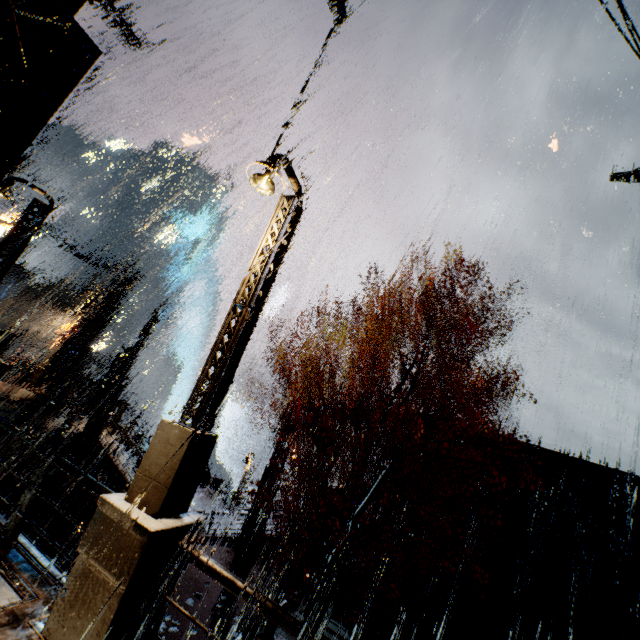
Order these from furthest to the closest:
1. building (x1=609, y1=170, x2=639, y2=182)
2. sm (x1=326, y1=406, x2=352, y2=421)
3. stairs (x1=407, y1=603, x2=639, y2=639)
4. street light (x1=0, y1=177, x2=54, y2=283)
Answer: building (x1=609, y1=170, x2=639, y2=182), sm (x1=326, y1=406, x2=352, y2=421), stairs (x1=407, y1=603, x2=639, y2=639), street light (x1=0, y1=177, x2=54, y2=283)

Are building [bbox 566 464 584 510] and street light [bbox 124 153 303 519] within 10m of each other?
no

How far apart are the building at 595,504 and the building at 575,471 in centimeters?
49cm

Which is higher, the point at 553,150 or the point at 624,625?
the point at 553,150

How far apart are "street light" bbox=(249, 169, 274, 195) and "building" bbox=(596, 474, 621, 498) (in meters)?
19.36

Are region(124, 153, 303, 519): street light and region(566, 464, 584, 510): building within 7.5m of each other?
no

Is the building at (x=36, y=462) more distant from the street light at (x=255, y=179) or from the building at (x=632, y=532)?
the street light at (x=255, y=179)

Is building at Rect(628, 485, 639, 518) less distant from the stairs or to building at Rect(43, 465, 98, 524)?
building at Rect(43, 465, 98, 524)
